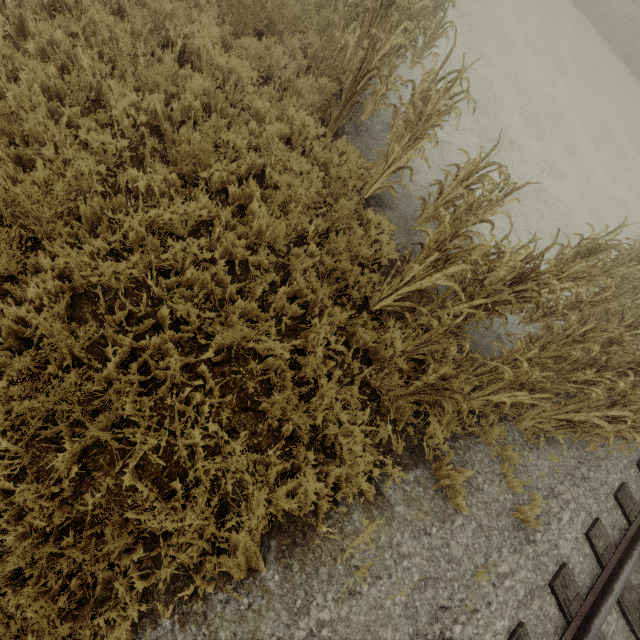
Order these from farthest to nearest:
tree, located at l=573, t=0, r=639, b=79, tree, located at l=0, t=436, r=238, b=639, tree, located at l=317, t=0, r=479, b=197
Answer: tree, located at l=573, t=0, r=639, b=79
tree, located at l=317, t=0, r=479, b=197
tree, located at l=0, t=436, r=238, b=639

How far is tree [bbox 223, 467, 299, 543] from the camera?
2.91m

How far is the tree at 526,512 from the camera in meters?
4.0

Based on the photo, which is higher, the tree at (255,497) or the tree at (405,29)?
the tree at (405,29)

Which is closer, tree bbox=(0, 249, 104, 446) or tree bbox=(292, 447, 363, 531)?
tree bbox=(0, 249, 104, 446)

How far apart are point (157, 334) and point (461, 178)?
5.37m
